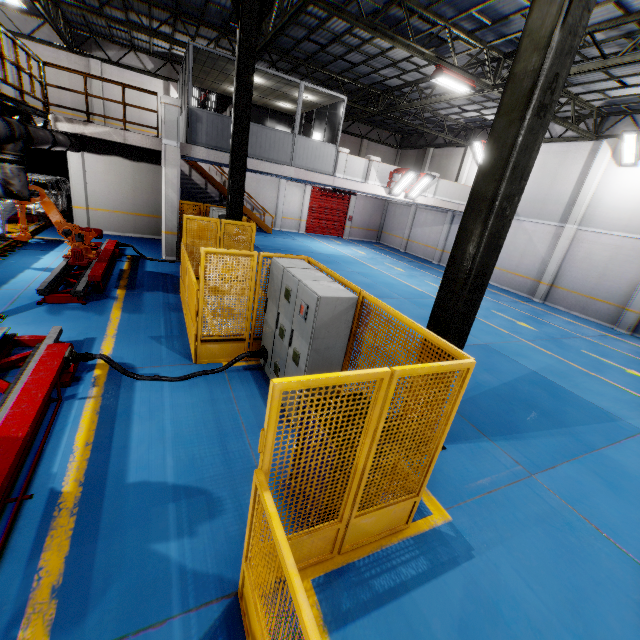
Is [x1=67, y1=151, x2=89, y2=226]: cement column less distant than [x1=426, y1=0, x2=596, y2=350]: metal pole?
No

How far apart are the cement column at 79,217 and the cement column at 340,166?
10.2 meters

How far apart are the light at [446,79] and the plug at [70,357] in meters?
12.8 m

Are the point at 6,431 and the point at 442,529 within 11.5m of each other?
yes

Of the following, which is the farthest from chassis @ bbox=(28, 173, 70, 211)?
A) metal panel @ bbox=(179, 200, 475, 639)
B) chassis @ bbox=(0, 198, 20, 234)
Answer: metal panel @ bbox=(179, 200, 475, 639)

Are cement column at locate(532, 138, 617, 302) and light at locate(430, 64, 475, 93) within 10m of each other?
yes

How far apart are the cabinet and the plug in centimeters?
272cm

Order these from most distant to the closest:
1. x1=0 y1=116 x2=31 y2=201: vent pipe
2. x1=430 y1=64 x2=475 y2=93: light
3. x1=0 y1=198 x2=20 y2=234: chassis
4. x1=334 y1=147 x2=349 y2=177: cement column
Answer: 1. x1=334 y1=147 x2=349 y2=177: cement column
2. x1=430 y1=64 x2=475 y2=93: light
3. x1=0 y1=198 x2=20 y2=234: chassis
4. x1=0 y1=116 x2=31 y2=201: vent pipe
